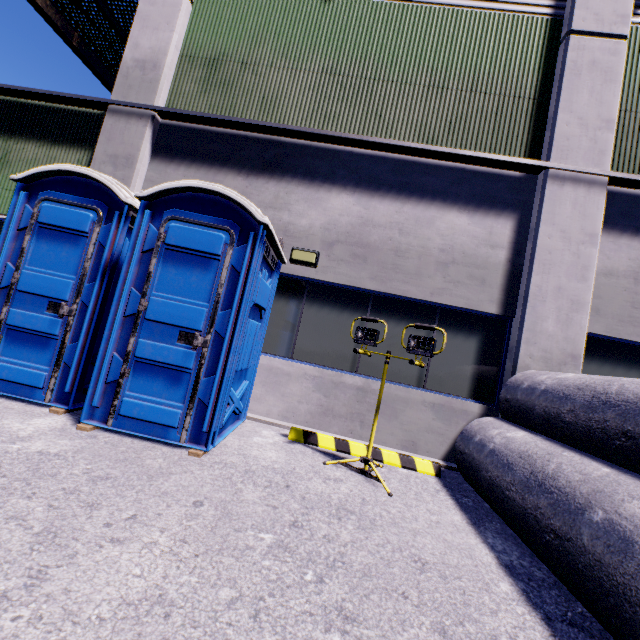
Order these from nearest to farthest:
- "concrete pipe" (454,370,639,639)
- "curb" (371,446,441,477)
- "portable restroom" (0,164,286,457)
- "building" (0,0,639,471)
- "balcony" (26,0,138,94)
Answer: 1. "concrete pipe" (454,370,639,639)
2. "portable restroom" (0,164,286,457)
3. "curb" (371,446,441,477)
4. "building" (0,0,639,471)
5. "balcony" (26,0,138,94)

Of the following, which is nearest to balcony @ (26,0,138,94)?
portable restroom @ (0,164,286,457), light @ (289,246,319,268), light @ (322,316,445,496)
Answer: portable restroom @ (0,164,286,457)

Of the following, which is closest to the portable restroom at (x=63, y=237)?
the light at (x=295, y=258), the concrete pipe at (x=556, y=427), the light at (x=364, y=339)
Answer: the light at (x=295, y=258)

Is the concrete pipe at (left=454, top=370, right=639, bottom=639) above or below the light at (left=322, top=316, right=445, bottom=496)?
below

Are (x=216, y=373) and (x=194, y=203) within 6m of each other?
yes

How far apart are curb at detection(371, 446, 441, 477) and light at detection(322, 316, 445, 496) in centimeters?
18cm

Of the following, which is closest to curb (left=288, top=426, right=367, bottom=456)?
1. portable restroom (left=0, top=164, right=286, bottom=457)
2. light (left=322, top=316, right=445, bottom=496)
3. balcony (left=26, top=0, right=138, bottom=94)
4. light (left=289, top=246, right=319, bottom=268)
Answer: light (left=322, top=316, right=445, bottom=496)

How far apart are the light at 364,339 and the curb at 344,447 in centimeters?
18cm
